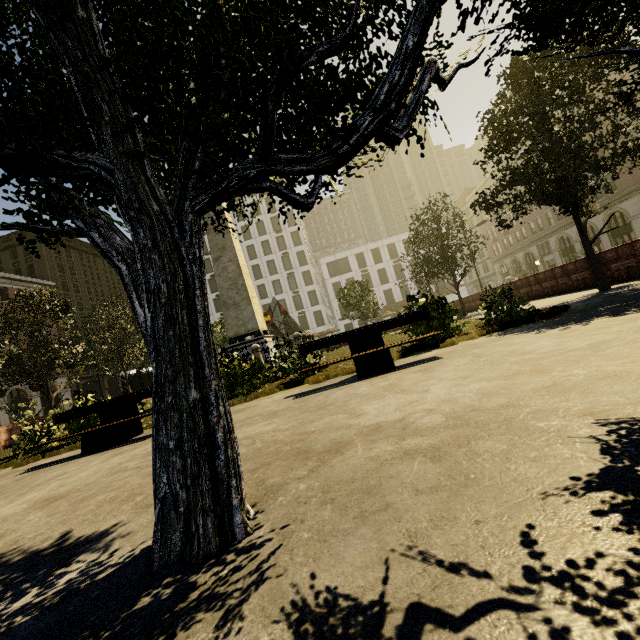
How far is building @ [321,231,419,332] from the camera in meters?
58.8 m

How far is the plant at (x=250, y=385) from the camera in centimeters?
723cm

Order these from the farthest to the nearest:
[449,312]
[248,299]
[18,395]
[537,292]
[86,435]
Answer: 1. [18,395]
2. [537,292]
3. [248,299]
4. [449,312]
5. [86,435]

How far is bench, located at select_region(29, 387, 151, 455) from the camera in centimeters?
614cm

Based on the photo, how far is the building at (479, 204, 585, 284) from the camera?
40.8m

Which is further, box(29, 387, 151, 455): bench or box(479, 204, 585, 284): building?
box(479, 204, 585, 284): building

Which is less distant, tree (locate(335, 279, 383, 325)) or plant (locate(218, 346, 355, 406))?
plant (locate(218, 346, 355, 406))

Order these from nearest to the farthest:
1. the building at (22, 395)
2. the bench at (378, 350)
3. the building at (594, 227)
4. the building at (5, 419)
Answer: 1. the bench at (378, 350)
2. the building at (594, 227)
3. the building at (5, 419)
4. the building at (22, 395)
